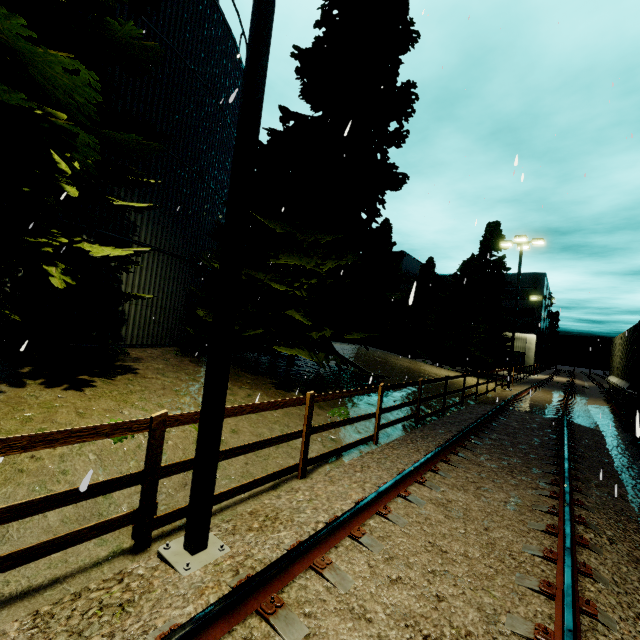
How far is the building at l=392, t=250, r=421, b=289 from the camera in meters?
45.9

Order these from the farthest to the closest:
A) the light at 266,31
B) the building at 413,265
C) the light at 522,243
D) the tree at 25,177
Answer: the building at 413,265, the light at 522,243, the tree at 25,177, the light at 266,31

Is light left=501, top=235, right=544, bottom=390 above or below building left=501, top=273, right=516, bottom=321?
below

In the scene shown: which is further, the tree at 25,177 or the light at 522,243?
the light at 522,243

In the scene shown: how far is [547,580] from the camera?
3.3m

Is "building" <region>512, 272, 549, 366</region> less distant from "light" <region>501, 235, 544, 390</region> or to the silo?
"light" <region>501, 235, 544, 390</region>

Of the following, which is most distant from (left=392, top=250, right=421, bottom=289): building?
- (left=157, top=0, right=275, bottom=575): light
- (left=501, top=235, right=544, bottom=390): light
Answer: (left=157, top=0, right=275, bottom=575): light

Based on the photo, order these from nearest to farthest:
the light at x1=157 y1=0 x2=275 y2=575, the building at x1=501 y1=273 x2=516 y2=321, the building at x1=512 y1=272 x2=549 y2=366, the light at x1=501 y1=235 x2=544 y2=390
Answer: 1. the light at x1=157 y1=0 x2=275 y2=575
2. the light at x1=501 y1=235 x2=544 y2=390
3. the building at x1=512 y1=272 x2=549 y2=366
4. the building at x1=501 y1=273 x2=516 y2=321
